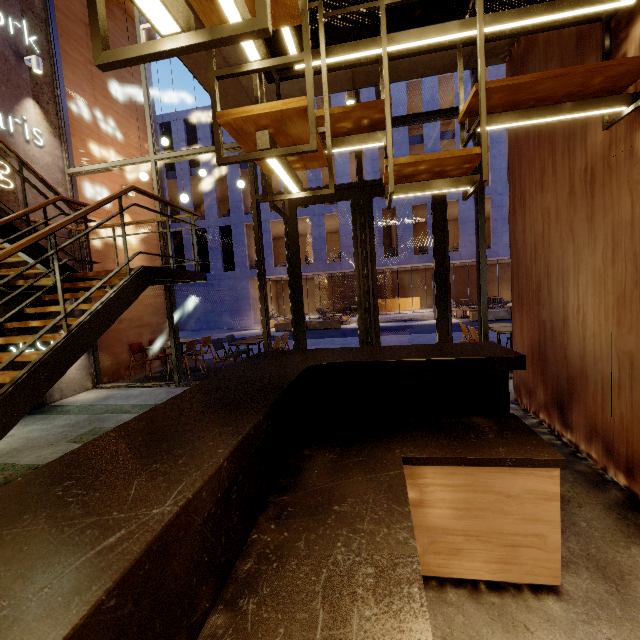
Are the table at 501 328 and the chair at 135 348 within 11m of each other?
yes

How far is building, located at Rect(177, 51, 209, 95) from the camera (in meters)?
3.78

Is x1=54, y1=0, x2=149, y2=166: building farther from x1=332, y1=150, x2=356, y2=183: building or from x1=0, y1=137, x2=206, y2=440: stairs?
x1=332, y1=150, x2=356, y2=183: building

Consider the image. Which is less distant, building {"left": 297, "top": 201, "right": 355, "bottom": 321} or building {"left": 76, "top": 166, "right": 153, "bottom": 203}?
building {"left": 76, "top": 166, "right": 153, "bottom": 203}

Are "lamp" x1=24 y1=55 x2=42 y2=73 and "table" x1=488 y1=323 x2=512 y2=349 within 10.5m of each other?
yes

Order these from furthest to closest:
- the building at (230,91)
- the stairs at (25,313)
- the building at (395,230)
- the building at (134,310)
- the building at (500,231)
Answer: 1. the building at (395,230)
2. the building at (500,231)
3. the building at (134,310)
4. the building at (230,91)
5. the stairs at (25,313)

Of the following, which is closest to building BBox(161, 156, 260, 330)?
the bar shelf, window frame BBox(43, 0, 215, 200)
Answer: window frame BBox(43, 0, 215, 200)

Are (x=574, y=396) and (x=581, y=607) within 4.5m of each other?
yes
